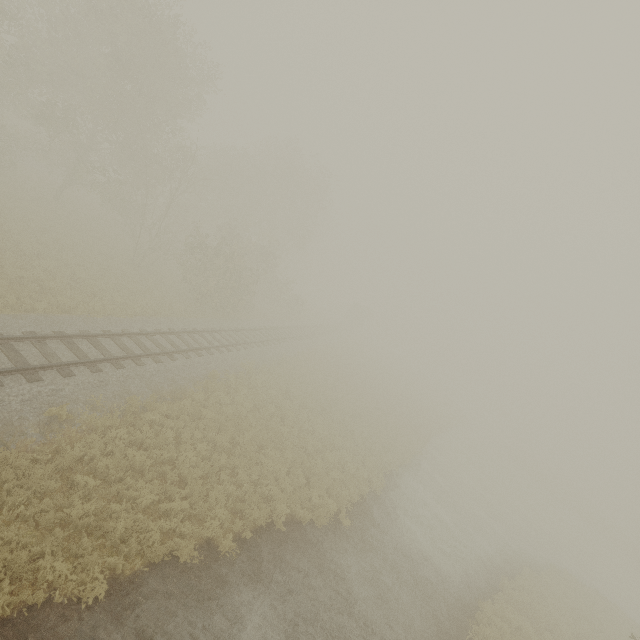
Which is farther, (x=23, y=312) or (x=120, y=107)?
(x=120, y=107)
